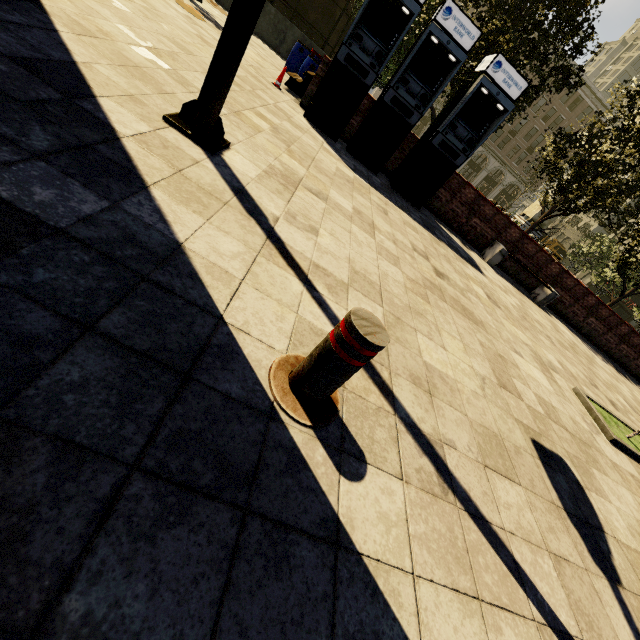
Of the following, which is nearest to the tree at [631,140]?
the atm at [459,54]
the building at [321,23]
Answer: the atm at [459,54]

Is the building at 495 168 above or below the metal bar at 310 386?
above

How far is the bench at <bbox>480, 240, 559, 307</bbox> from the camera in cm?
952

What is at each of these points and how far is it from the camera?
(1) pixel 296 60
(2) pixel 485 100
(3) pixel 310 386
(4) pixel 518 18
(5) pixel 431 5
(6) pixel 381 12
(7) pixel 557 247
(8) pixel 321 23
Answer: (1) barrel, 11.8m
(2) atm, 7.2m
(3) metal bar, 1.6m
(4) tree, 9.5m
(5) tree, 9.5m
(6) atm, 6.6m
(7) truck, 51.7m
(8) building, 44.8m

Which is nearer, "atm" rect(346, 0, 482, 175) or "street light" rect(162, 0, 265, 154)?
"street light" rect(162, 0, 265, 154)

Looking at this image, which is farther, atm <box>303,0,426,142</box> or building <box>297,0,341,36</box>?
building <box>297,0,341,36</box>

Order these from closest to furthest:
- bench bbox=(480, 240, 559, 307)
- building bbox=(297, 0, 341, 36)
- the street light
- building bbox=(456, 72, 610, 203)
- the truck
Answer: the street light → bench bbox=(480, 240, 559, 307) → building bbox=(297, 0, 341, 36) → building bbox=(456, 72, 610, 203) → the truck

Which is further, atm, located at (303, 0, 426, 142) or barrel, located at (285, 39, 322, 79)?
barrel, located at (285, 39, 322, 79)
